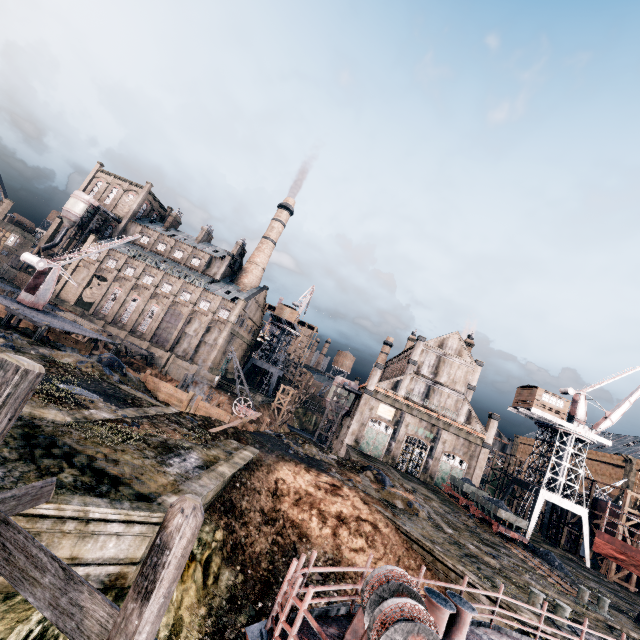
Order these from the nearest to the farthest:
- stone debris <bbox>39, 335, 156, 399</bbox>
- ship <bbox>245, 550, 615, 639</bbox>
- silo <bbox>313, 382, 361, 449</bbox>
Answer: ship <bbox>245, 550, 615, 639</bbox> → stone debris <bbox>39, 335, 156, 399</bbox> → silo <bbox>313, 382, 361, 449</bbox>

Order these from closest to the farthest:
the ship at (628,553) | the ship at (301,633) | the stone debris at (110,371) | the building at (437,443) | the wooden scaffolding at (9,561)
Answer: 1. the wooden scaffolding at (9,561)
2. the ship at (301,633)
3. the ship at (628,553)
4. the stone debris at (110,371)
5. the building at (437,443)

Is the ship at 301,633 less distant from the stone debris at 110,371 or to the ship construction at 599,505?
the stone debris at 110,371

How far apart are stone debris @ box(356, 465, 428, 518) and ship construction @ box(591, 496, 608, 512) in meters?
33.0 m

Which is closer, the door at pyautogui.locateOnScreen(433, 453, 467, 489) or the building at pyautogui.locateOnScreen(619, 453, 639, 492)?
the door at pyautogui.locateOnScreen(433, 453, 467, 489)

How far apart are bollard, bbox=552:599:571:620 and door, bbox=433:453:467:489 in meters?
34.0

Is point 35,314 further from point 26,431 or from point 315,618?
point 315,618

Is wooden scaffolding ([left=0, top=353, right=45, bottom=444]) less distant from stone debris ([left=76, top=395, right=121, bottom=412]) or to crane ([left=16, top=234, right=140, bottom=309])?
stone debris ([left=76, top=395, right=121, bottom=412])
